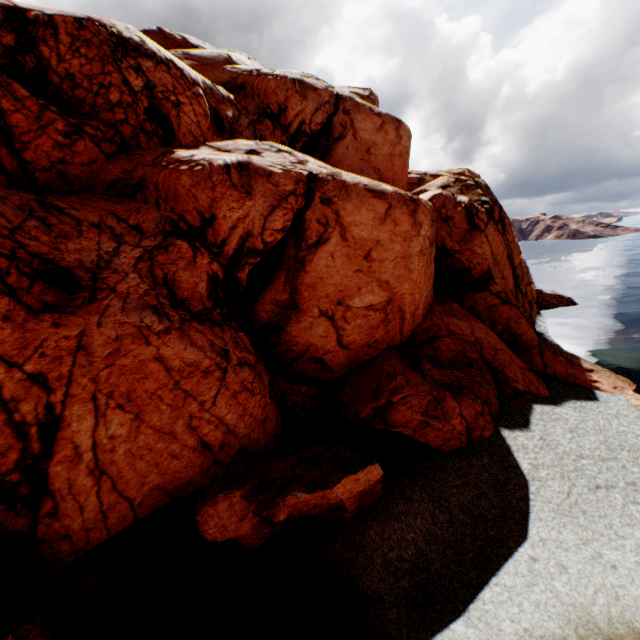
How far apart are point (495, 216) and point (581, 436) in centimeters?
1828cm
